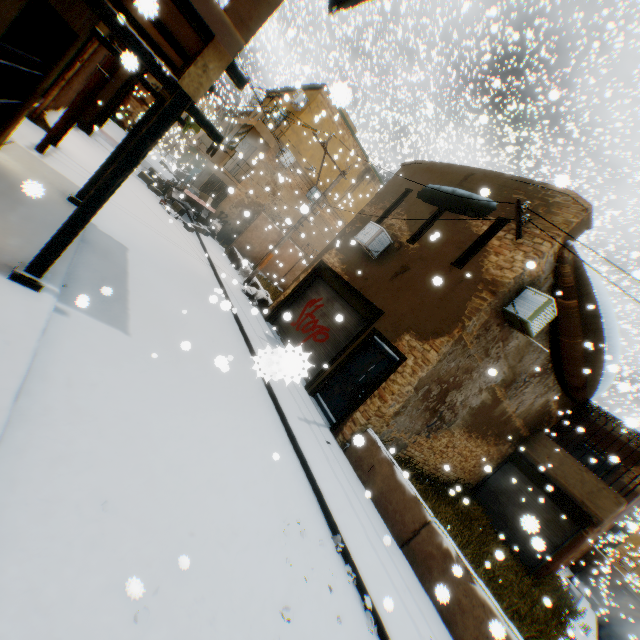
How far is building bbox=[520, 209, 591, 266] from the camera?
7.66m

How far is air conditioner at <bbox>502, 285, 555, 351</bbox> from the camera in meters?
7.6 m

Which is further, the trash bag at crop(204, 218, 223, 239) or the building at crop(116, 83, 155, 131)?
the building at crop(116, 83, 155, 131)

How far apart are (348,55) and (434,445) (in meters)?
12.64

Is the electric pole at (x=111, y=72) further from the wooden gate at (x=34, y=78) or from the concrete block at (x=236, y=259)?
the concrete block at (x=236, y=259)

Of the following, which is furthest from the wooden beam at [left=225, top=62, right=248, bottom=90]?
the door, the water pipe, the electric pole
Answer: the water pipe

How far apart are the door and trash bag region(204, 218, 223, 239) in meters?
12.2

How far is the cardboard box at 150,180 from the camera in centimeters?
1766cm
